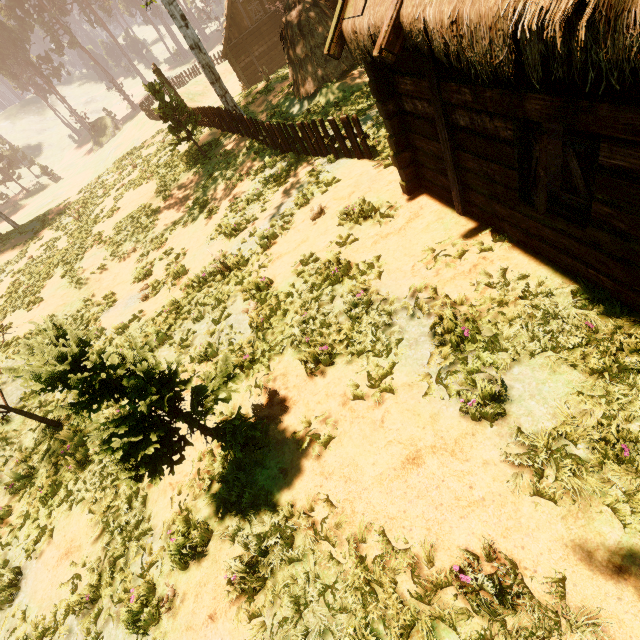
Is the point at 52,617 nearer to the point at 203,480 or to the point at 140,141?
the point at 203,480

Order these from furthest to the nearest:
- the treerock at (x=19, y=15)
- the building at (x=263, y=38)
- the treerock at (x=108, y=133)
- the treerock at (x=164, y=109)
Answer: the treerock at (x=108, y=133) < the treerock at (x=19, y=15) < the building at (x=263, y=38) < the treerock at (x=164, y=109)

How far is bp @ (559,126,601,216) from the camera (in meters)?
3.44

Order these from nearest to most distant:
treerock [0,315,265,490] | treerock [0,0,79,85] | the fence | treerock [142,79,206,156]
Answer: treerock [0,315,265,490], the fence, treerock [142,79,206,156], treerock [0,0,79,85]

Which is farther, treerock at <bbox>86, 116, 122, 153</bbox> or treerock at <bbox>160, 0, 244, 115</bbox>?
treerock at <bbox>86, 116, 122, 153</bbox>

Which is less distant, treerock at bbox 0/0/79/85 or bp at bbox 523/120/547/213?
bp at bbox 523/120/547/213

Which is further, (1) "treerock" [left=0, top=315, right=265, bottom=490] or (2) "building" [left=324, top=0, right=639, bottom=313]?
(1) "treerock" [left=0, top=315, right=265, bottom=490]

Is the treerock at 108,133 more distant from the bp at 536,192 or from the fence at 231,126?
the bp at 536,192
